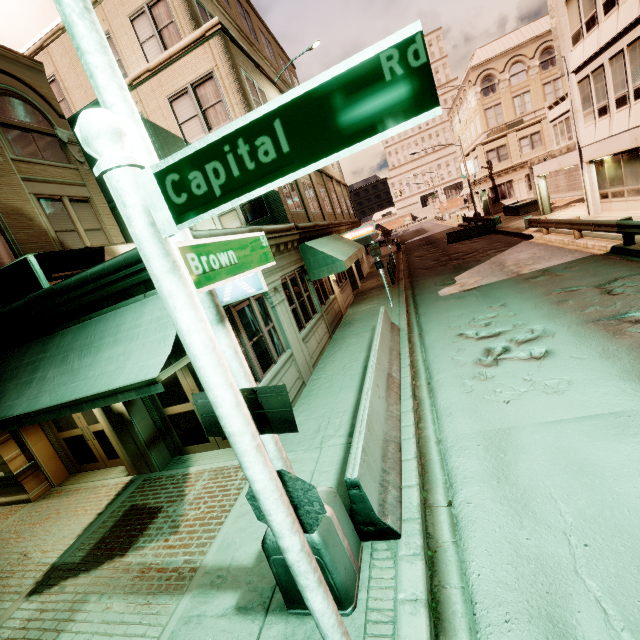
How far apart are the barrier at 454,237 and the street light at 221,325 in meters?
27.3 m

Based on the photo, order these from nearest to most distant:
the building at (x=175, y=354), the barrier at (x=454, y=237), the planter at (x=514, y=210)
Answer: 1. the building at (x=175, y=354)
2. the barrier at (x=454, y=237)
3. the planter at (x=514, y=210)

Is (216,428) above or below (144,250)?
below

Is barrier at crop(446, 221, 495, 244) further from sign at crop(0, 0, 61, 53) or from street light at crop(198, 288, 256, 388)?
street light at crop(198, 288, 256, 388)

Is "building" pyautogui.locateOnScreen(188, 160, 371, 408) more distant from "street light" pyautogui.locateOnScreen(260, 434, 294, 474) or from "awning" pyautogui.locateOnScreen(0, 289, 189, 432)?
"street light" pyautogui.locateOnScreen(260, 434, 294, 474)

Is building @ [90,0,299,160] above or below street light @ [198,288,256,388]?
above

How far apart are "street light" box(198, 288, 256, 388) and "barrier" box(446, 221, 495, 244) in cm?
2731
